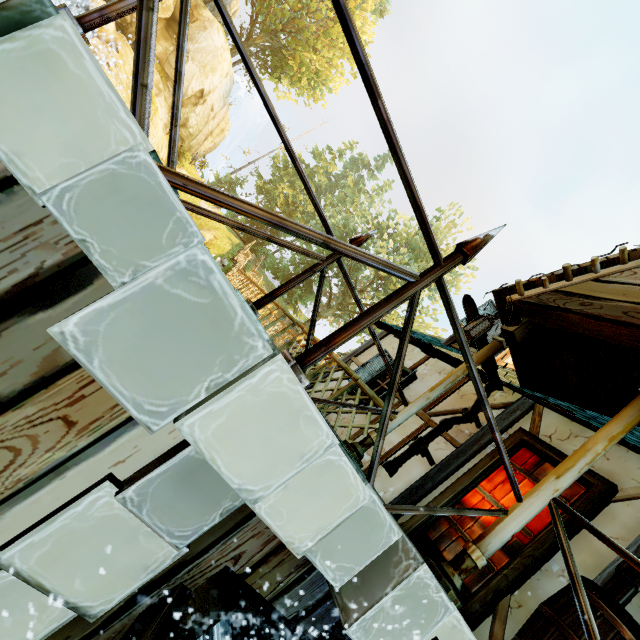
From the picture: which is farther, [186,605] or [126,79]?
[126,79]

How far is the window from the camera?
6.9m

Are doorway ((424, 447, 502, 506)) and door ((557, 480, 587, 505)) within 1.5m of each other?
yes

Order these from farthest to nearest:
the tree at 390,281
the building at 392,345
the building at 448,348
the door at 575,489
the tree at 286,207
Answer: the tree at 286,207
the tree at 390,281
the building at 392,345
the building at 448,348
the door at 575,489

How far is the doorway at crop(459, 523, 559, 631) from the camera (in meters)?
3.28

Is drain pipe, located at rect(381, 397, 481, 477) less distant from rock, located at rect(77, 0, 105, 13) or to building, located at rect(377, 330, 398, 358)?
building, located at rect(377, 330, 398, 358)

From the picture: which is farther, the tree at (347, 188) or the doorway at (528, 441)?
the tree at (347, 188)
